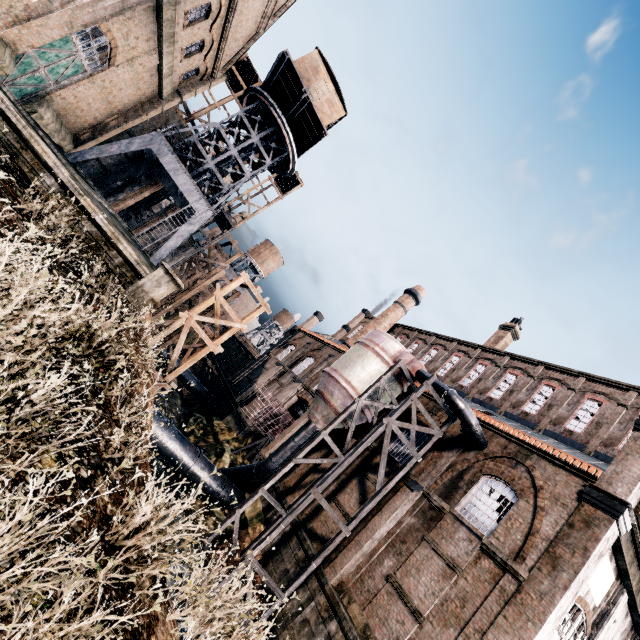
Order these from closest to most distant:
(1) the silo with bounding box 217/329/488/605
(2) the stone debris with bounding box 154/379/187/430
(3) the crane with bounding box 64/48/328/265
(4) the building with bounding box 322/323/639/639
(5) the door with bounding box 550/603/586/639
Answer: (4) the building with bounding box 322/323/639/639, (5) the door with bounding box 550/603/586/639, (1) the silo with bounding box 217/329/488/605, (3) the crane with bounding box 64/48/328/265, (2) the stone debris with bounding box 154/379/187/430

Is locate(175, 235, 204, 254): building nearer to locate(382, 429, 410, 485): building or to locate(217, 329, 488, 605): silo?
locate(382, 429, 410, 485): building

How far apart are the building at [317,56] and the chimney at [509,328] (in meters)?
25.60

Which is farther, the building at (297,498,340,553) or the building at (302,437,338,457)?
the building at (302,437,338,457)

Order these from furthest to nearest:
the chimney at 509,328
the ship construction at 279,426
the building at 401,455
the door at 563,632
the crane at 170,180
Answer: the chimney at 509,328, the ship construction at 279,426, the crane at 170,180, the building at 401,455, the door at 563,632

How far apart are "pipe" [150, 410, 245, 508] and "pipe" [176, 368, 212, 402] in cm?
1843

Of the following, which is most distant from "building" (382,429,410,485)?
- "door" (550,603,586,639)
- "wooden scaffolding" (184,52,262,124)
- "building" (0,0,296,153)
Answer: "building" (0,0,296,153)

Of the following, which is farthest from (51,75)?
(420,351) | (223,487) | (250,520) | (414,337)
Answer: (414,337)
